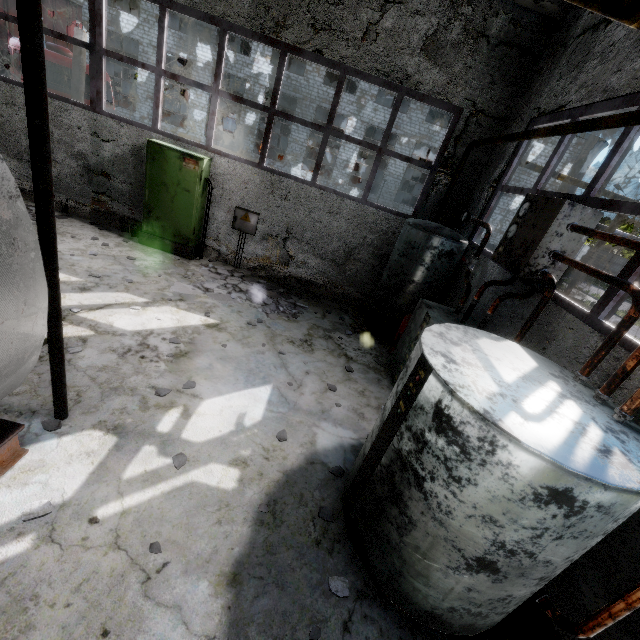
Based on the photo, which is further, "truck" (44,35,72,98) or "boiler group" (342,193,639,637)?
"truck" (44,35,72,98)

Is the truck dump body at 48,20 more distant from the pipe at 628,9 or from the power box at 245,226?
the power box at 245,226

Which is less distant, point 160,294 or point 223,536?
point 223,536

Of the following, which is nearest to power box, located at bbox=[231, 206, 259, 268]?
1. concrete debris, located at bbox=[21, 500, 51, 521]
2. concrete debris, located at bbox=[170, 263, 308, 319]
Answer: concrete debris, located at bbox=[170, 263, 308, 319]

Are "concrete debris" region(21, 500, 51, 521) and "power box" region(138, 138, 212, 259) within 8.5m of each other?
yes

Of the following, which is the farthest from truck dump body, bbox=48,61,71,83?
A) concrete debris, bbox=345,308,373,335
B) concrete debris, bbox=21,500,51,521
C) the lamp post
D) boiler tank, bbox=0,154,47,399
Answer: concrete debris, bbox=21,500,51,521

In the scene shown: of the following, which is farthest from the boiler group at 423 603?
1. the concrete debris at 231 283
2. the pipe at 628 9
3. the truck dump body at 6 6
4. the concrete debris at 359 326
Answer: the pipe at 628 9

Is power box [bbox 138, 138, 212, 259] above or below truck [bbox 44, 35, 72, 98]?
below
